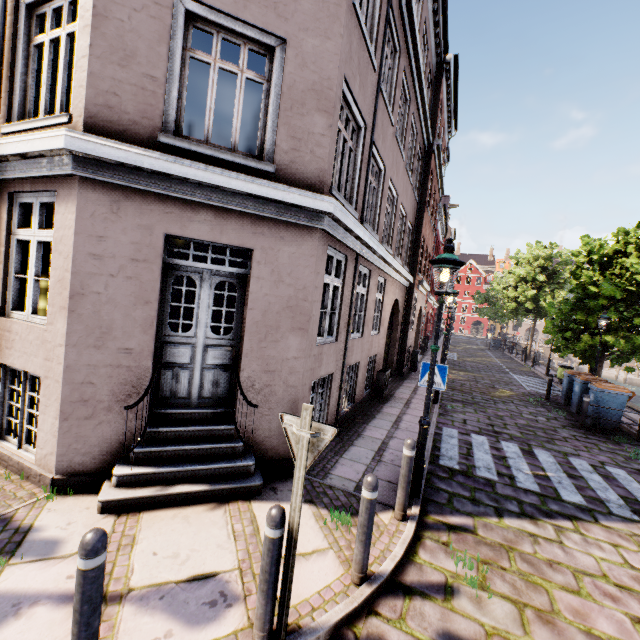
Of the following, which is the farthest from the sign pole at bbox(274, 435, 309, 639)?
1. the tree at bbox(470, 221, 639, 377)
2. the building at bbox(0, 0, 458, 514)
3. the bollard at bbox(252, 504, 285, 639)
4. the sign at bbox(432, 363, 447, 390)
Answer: the tree at bbox(470, 221, 639, 377)

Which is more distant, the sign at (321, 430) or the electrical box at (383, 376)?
the electrical box at (383, 376)

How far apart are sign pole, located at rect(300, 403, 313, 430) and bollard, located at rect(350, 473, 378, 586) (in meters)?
0.92

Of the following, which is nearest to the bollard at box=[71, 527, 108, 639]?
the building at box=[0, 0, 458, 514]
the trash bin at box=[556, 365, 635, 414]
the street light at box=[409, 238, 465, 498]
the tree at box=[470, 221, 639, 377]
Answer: the building at box=[0, 0, 458, 514]

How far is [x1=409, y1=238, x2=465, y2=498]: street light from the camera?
4.7 meters

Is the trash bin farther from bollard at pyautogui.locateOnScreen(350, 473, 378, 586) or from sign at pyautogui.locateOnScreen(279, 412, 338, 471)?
sign at pyautogui.locateOnScreen(279, 412, 338, 471)

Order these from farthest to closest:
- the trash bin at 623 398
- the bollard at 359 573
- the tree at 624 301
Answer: the tree at 624 301 < the trash bin at 623 398 < the bollard at 359 573

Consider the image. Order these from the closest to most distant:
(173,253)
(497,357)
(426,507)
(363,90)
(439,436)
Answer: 1. (426,507)
2. (363,90)
3. (439,436)
4. (173,253)
5. (497,357)
